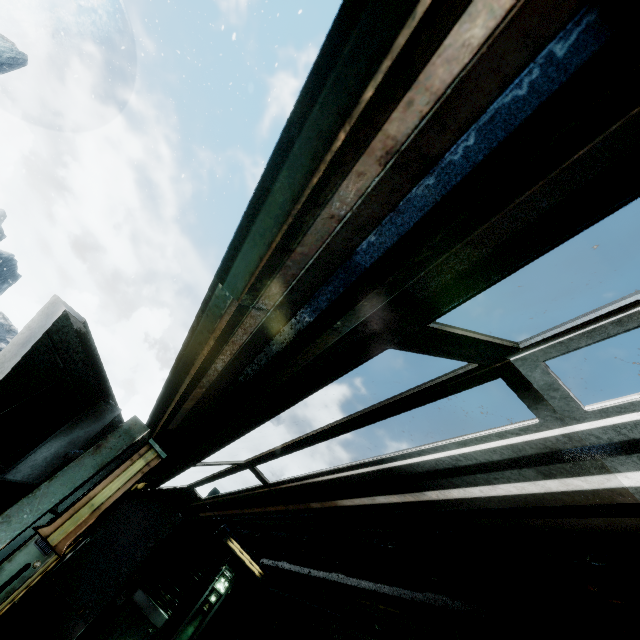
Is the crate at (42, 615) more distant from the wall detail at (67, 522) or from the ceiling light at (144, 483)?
the wall detail at (67, 522)

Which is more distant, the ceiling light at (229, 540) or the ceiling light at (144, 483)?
the ceiling light at (229, 540)

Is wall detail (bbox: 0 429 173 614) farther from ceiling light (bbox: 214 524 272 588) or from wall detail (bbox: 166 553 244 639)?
ceiling light (bbox: 214 524 272 588)

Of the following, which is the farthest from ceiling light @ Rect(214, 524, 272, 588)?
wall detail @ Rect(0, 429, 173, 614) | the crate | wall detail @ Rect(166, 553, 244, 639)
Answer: wall detail @ Rect(0, 429, 173, 614)

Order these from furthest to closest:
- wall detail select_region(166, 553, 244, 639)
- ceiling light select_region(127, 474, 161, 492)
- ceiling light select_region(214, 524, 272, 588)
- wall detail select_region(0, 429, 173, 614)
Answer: ceiling light select_region(214, 524, 272, 588)
wall detail select_region(166, 553, 244, 639)
ceiling light select_region(127, 474, 161, 492)
wall detail select_region(0, 429, 173, 614)

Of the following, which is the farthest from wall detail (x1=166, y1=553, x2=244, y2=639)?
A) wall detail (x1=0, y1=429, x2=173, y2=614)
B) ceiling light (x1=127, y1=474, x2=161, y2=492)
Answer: wall detail (x1=0, y1=429, x2=173, y2=614)

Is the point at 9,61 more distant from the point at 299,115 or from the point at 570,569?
the point at 570,569

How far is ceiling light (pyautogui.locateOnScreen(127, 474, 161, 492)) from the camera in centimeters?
415cm
